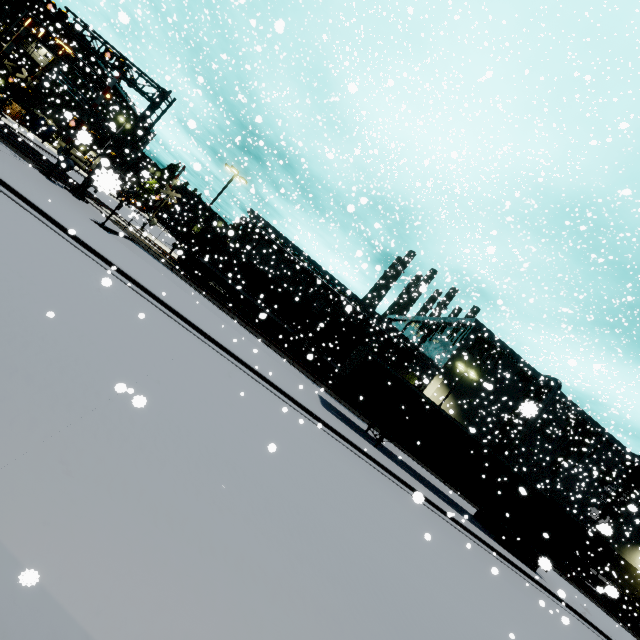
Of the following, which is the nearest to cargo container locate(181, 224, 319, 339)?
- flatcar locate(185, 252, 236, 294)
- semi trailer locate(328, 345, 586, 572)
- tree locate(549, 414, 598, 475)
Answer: flatcar locate(185, 252, 236, 294)

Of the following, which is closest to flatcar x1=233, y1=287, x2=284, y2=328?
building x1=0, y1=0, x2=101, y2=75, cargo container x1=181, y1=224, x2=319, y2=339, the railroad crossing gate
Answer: cargo container x1=181, y1=224, x2=319, y2=339

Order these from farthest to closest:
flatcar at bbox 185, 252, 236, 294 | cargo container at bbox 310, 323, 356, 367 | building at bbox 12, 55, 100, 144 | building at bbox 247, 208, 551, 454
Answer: building at bbox 12, 55, 100, 144
building at bbox 247, 208, 551, 454
cargo container at bbox 310, 323, 356, 367
flatcar at bbox 185, 252, 236, 294

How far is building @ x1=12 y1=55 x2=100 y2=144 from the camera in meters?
42.6

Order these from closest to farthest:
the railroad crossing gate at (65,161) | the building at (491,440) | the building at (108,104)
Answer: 1. the railroad crossing gate at (65,161)
2. the building at (108,104)
3. the building at (491,440)

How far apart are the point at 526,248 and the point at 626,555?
45.6 meters

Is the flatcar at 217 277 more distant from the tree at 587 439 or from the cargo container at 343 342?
the tree at 587 439

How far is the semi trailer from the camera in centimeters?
1636cm
